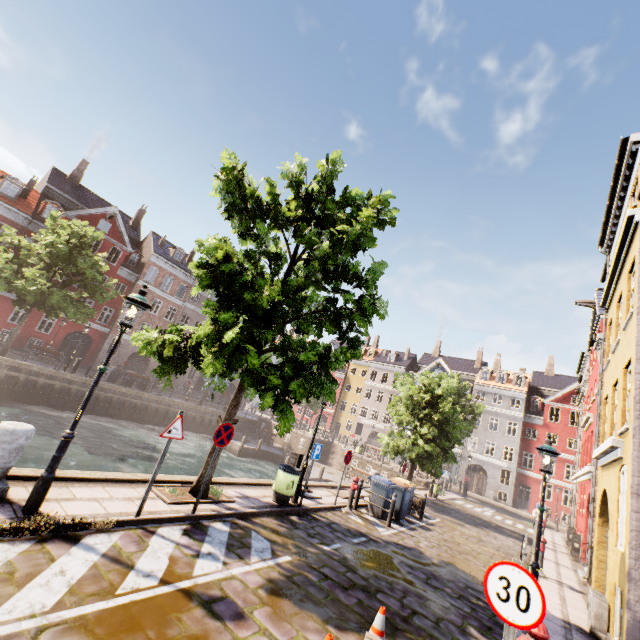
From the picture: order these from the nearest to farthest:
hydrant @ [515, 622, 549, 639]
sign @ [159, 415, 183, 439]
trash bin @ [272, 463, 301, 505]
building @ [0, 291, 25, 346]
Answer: hydrant @ [515, 622, 549, 639]
sign @ [159, 415, 183, 439]
trash bin @ [272, 463, 301, 505]
building @ [0, 291, 25, 346]

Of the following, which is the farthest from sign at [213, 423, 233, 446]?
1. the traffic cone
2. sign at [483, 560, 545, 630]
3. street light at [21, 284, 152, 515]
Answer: sign at [483, 560, 545, 630]

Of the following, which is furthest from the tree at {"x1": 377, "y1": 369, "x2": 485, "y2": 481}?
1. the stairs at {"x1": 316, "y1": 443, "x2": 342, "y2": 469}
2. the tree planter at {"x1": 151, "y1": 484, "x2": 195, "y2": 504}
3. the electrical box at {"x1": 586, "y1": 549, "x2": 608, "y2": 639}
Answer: the electrical box at {"x1": 586, "y1": 549, "x2": 608, "y2": 639}

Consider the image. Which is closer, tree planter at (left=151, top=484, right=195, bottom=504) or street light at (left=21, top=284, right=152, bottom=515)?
street light at (left=21, top=284, right=152, bottom=515)

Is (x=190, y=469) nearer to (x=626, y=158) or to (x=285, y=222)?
(x=285, y=222)

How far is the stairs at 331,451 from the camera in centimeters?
3288cm

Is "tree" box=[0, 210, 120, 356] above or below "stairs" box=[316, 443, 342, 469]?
above

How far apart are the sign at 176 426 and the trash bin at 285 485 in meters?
4.2 m
